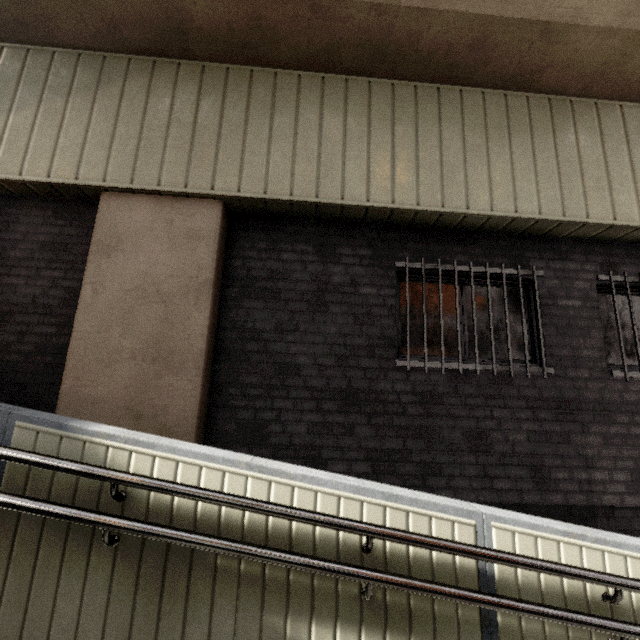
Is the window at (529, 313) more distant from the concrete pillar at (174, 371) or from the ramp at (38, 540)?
the concrete pillar at (174, 371)

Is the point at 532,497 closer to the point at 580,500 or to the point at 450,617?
the point at 580,500

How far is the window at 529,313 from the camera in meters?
3.9 m

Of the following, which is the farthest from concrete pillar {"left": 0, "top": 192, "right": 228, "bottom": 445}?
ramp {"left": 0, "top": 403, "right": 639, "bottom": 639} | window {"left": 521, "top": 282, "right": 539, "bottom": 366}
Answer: window {"left": 521, "top": 282, "right": 539, "bottom": 366}

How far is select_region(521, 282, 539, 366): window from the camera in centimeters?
394cm

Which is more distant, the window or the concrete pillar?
the window

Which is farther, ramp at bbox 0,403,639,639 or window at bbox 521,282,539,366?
window at bbox 521,282,539,366
